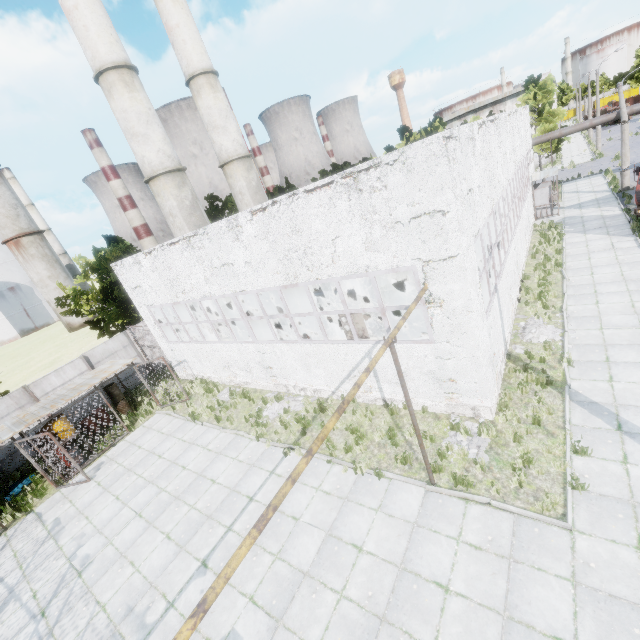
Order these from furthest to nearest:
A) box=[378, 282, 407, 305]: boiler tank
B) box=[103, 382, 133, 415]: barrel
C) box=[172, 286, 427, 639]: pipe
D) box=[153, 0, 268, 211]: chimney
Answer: box=[153, 0, 268, 211]: chimney, box=[103, 382, 133, 415]: barrel, box=[378, 282, 407, 305]: boiler tank, box=[172, 286, 427, 639]: pipe

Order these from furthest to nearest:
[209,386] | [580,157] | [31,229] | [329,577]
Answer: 1. [31,229]
2. [580,157]
3. [209,386]
4. [329,577]

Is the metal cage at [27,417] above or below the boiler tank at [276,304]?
above

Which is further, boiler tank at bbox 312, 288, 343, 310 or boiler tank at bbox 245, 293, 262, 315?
boiler tank at bbox 245, 293, 262, 315

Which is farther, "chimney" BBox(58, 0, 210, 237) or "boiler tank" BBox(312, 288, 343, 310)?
"chimney" BBox(58, 0, 210, 237)

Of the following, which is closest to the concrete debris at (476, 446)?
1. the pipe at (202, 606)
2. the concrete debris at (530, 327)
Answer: the concrete debris at (530, 327)

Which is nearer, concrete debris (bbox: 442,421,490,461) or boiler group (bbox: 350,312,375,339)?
concrete debris (bbox: 442,421,490,461)
